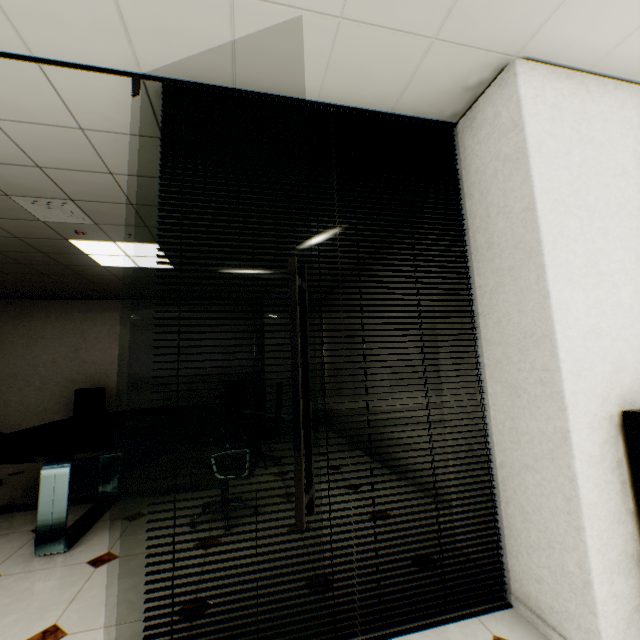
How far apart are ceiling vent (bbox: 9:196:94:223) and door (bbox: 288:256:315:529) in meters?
2.9

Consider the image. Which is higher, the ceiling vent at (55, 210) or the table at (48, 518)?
the ceiling vent at (55, 210)

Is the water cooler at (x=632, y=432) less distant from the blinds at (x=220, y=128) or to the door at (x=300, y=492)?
the blinds at (x=220, y=128)

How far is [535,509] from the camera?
1.7m

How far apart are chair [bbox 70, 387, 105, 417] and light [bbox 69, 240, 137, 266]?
2.59m

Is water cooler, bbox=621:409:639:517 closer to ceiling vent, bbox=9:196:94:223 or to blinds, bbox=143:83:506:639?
blinds, bbox=143:83:506:639

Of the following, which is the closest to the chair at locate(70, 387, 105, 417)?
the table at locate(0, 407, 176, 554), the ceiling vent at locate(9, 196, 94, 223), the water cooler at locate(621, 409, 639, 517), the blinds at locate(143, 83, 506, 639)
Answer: the table at locate(0, 407, 176, 554)

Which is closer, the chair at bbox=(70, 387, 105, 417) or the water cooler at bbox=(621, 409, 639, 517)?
the water cooler at bbox=(621, 409, 639, 517)
